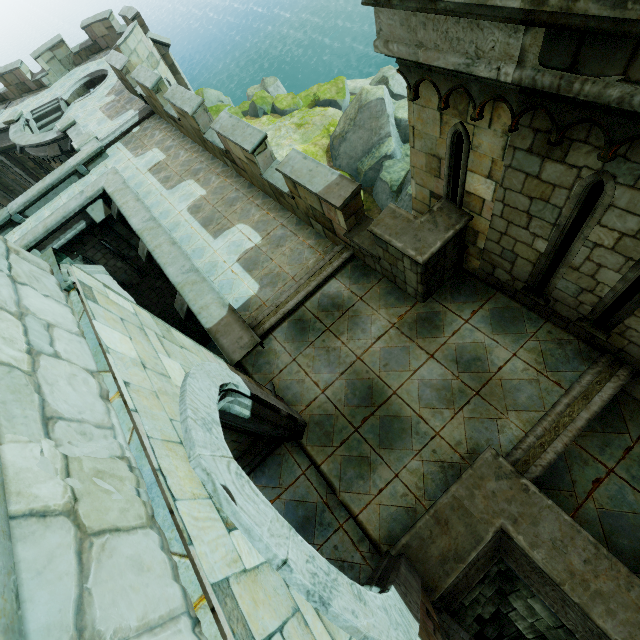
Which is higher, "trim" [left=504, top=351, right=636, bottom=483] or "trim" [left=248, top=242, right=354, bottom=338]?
"trim" [left=248, top=242, right=354, bottom=338]

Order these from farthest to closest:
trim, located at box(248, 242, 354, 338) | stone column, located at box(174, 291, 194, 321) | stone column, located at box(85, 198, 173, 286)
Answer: stone column, located at box(85, 198, 173, 286)
stone column, located at box(174, 291, 194, 321)
trim, located at box(248, 242, 354, 338)

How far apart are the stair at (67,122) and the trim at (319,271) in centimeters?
1681cm

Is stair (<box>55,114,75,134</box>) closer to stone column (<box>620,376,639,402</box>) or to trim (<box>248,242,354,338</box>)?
trim (<box>248,242,354,338</box>)

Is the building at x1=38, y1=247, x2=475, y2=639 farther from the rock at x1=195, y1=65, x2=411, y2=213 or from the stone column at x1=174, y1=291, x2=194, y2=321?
the rock at x1=195, y1=65, x2=411, y2=213

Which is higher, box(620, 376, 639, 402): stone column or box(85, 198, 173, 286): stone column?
box(620, 376, 639, 402): stone column

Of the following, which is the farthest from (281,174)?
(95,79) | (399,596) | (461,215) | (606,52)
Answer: (95,79)

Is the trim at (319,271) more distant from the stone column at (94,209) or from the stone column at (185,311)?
the stone column at (94,209)
